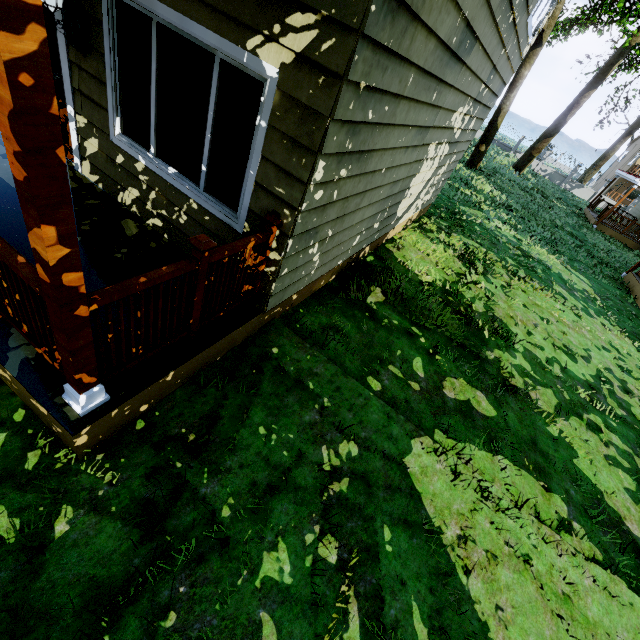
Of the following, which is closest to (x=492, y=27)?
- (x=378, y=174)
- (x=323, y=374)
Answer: (x=378, y=174)

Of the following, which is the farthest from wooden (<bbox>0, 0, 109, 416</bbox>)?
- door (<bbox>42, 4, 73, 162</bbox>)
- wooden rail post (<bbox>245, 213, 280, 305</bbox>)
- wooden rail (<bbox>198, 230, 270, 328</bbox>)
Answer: door (<bbox>42, 4, 73, 162</bbox>)

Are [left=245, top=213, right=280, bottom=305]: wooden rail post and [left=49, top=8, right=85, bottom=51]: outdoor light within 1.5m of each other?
no

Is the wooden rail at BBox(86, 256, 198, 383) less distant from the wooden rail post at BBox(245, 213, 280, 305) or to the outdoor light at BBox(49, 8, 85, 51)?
the wooden rail post at BBox(245, 213, 280, 305)

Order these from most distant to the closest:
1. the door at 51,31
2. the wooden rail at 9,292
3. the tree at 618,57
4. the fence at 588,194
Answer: the fence at 588,194
the tree at 618,57
the door at 51,31
the wooden rail at 9,292

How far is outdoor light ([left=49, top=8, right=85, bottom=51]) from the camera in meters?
3.0

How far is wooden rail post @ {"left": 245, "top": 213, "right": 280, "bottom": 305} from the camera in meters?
2.9 m

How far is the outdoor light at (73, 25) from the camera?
3.0m
